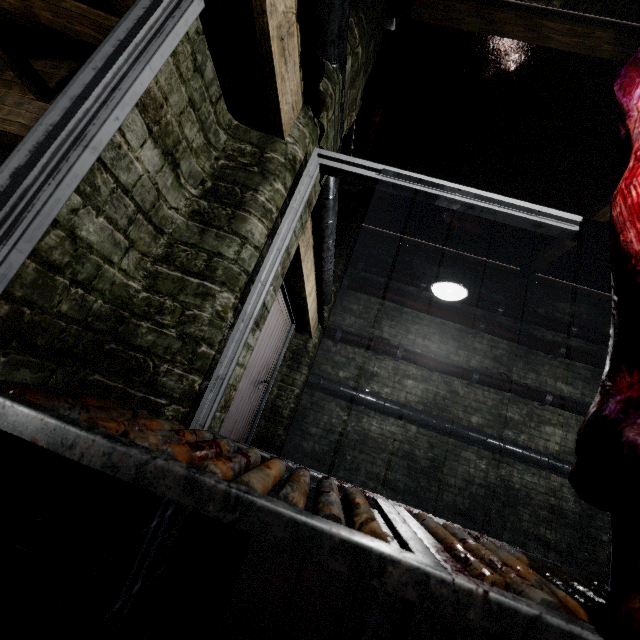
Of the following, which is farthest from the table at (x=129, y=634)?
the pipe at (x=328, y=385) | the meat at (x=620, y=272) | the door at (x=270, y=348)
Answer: the pipe at (x=328, y=385)

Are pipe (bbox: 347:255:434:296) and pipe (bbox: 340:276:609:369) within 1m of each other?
yes

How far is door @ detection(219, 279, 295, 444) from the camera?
2.8 meters

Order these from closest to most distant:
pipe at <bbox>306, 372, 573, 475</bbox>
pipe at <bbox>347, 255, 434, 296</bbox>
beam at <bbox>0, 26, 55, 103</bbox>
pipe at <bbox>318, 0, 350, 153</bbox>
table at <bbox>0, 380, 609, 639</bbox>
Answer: table at <bbox>0, 380, 609, 639</bbox>, pipe at <bbox>318, 0, 350, 153</bbox>, beam at <bbox>0, 26, 55, 103</bbox>, pipe at <bbox>306, 372, 573, 475</bbox>, pipe at <bbox>347, 255, 434, 296</bbox>

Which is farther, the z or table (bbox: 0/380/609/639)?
the z

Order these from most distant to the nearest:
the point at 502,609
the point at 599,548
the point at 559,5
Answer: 1. the point at 599,548
2. the point at 559,5
3. the point at 502,609

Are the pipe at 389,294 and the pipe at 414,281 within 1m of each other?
yes

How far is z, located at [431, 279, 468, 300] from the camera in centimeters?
290cm
